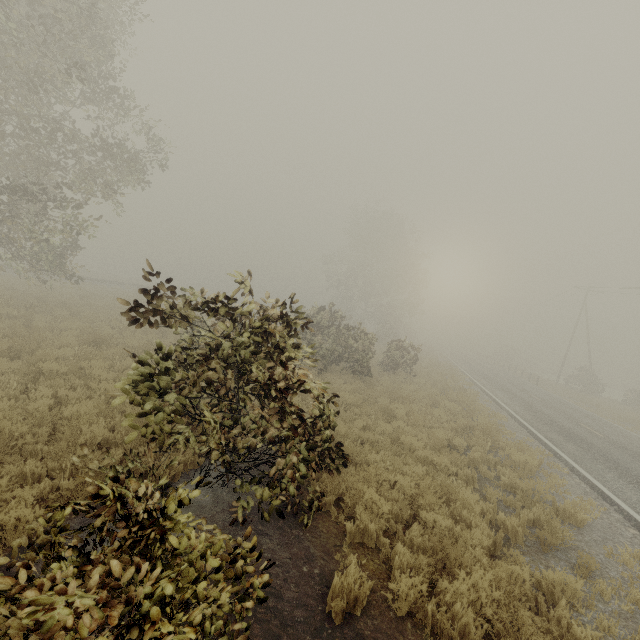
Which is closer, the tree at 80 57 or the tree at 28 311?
the tree at 80 57

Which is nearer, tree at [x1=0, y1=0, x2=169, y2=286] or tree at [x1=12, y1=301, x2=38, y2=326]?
tree at [x1=0, y1=0, x2=169, y2=286]

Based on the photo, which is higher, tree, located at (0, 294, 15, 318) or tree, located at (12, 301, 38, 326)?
tree, located at (12, 301, 38, 326)

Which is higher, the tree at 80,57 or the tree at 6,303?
the tree at 80,57

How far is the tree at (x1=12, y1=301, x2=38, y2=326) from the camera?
13.1 meters

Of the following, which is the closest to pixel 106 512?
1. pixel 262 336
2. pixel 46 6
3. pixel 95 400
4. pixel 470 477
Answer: pixel 262 336
